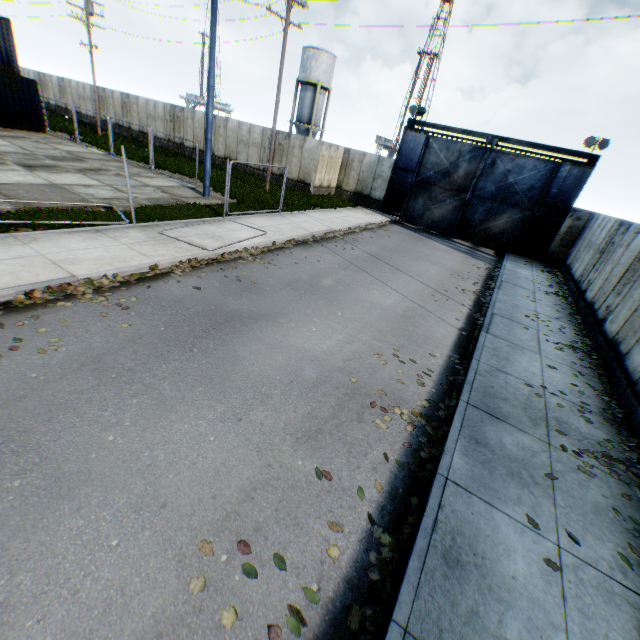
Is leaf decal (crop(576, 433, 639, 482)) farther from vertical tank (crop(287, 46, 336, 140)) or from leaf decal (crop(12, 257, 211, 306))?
vertical tank (crop(287, 46, 336, 140))

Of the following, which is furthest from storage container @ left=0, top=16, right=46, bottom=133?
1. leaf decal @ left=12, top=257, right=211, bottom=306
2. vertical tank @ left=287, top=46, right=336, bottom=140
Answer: vertical tank @ left=287, top=46, right=336, bottom=140

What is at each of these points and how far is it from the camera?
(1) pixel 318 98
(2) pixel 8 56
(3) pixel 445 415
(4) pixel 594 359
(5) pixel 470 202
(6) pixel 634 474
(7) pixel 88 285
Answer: (1) vertical tank, 39.0m
(2) storage container, 20.9m
(3) leaf decal, 5.7m
(4) leaf decal, 8.6m
(5) metal gate, 21.1m
(6) leaf decal, 5.1m
(7) leaf decal, 6.8m

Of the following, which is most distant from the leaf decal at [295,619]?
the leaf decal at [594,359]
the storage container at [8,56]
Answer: the storage container at [8,56]

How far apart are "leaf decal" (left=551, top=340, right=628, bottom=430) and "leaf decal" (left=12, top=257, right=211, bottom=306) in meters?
9.9

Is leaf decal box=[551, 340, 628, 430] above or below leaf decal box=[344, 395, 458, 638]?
above

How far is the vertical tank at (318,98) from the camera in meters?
36.8

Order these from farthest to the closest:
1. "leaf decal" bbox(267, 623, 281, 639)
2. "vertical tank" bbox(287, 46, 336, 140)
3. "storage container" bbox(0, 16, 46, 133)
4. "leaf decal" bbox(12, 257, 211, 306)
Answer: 1. "vertical tank" bbox(287, 46, 336, 140)
2. "storage container" bbox(0, 16, 46, 133)
3. "leaf decal" bbox(12, 257, 211, 306)
4. "leaf decal" bbox(267, 623, 281, 639)
